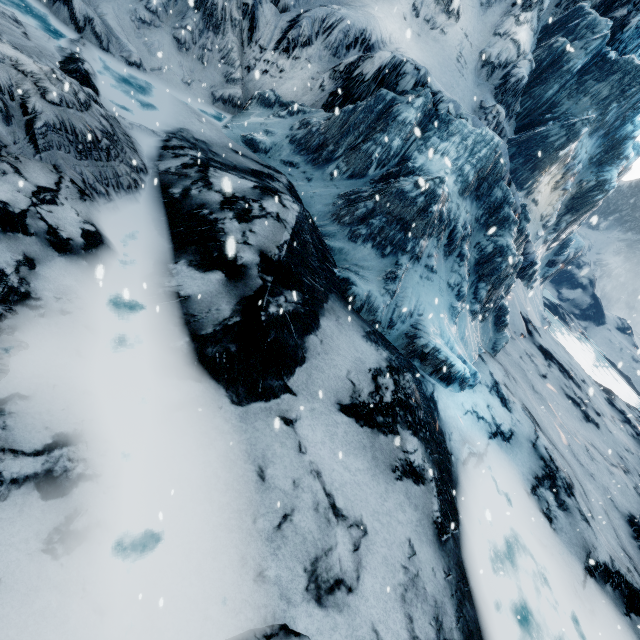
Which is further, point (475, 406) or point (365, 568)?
point (475, 406)
